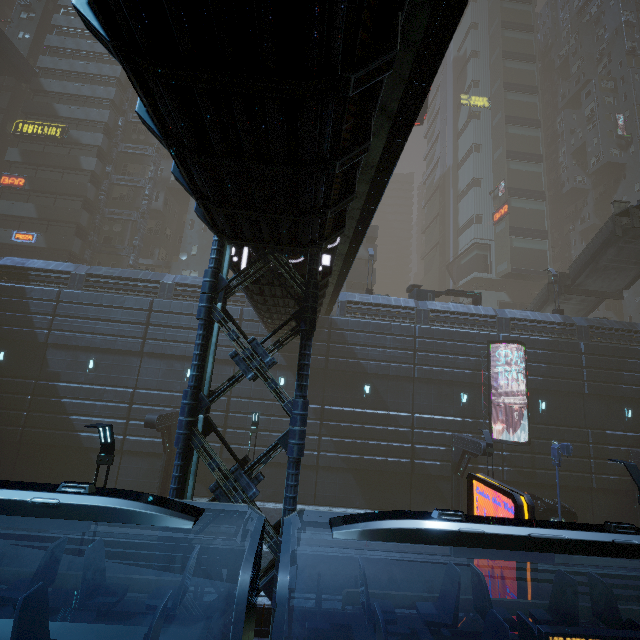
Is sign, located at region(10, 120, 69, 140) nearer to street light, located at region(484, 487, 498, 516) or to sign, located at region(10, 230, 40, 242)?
sign, located at region(10, 230, 40, 242)

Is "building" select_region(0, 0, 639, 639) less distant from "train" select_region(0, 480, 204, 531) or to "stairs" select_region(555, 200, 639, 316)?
"train" select_region(0, 480, 204, 531)

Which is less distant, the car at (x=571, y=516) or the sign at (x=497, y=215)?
the car at (x=571, y=516)

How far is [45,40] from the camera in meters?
36.3 m

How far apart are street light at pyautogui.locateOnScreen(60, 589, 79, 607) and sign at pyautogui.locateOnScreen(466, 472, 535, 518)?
9.6m

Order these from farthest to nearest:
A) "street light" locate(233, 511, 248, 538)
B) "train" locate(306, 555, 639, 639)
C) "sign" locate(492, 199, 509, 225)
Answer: "sign" locate(492, 199, 509, 225) → "street light" locate(233, 511, 248, 538) → "train" locate(306, 555, 639, 639)

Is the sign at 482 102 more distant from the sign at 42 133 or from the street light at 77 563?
the street light at 77 563
